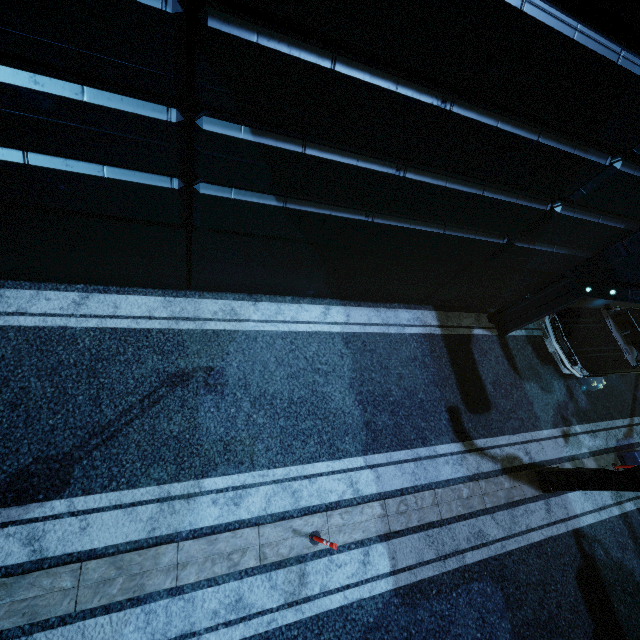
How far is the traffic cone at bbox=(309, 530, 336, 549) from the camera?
4.91m

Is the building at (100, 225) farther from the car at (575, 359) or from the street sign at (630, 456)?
the street sign at (630, 456)

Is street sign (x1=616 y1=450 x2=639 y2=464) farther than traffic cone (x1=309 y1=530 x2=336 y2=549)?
Yes

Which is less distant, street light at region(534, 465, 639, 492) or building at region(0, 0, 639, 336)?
building at region(0, 0, 639, 336)

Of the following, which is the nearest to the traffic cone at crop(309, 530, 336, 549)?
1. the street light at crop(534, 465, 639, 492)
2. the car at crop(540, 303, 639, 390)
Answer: the street light at crop(534, 465, 639, 492)

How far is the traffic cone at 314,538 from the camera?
4.9 meters

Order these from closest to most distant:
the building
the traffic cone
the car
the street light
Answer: the building, the traffic cone, the street light, the car

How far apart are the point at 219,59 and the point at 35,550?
6.5 meters
